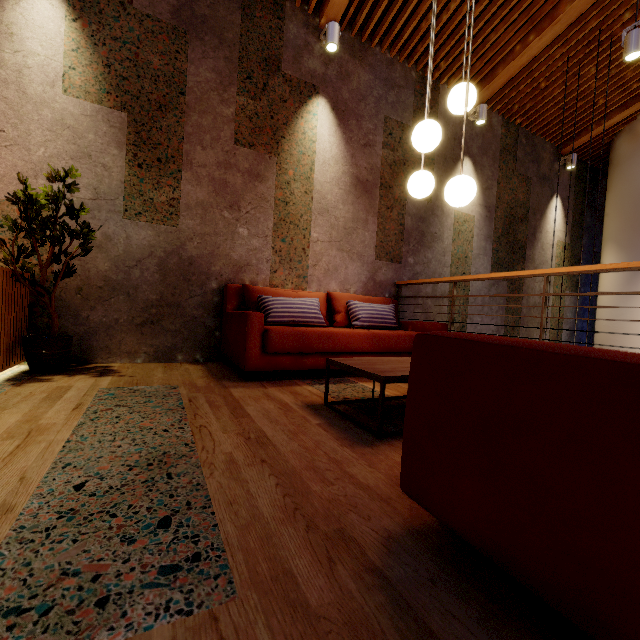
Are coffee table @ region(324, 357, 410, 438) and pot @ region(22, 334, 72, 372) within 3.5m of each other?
yes

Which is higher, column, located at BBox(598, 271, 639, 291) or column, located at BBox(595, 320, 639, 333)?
column, located at BBox(598, 271, 639, 291)

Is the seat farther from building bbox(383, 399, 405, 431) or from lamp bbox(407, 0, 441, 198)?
lamp bbox(407, 0, 441, 198)

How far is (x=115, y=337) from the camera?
3.1 meters

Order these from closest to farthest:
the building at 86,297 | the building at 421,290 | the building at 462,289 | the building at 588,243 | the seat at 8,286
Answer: the building at 86,297, the seat at 8,286, the building at 421,290, the building at 462,289, the building at 588,243

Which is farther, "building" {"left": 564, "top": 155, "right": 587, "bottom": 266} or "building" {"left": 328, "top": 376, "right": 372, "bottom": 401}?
"building" {"left": 564, "top": 155, "right": 587, "bottom": 266}

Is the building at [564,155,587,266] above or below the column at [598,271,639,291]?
above

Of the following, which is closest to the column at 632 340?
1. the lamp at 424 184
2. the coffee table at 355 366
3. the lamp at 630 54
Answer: the lamp at 630 54
